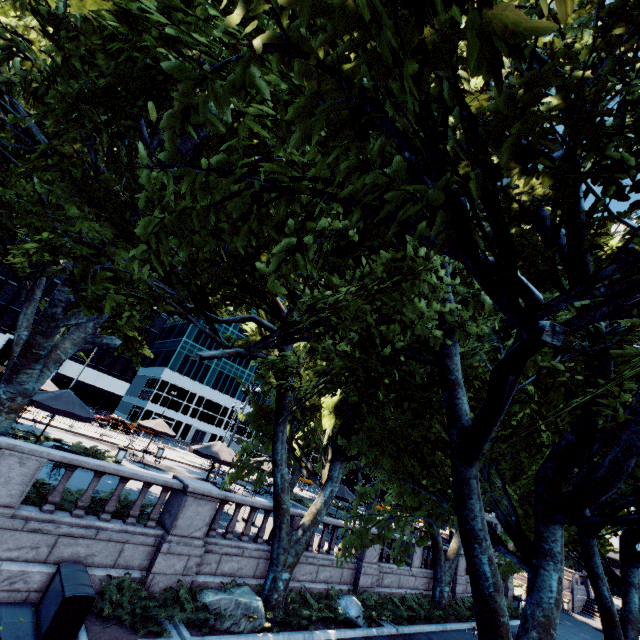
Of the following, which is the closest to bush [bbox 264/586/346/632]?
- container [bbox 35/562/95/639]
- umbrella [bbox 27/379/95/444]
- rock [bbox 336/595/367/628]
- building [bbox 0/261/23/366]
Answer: rock [bbox 336/595/367/628]

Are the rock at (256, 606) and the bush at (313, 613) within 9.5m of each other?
yes

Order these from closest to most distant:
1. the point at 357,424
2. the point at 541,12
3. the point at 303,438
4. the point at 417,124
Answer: the point at 541,12, the point at 417,124, the point at 357,424, the point at 303,438

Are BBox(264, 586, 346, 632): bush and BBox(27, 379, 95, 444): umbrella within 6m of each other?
no

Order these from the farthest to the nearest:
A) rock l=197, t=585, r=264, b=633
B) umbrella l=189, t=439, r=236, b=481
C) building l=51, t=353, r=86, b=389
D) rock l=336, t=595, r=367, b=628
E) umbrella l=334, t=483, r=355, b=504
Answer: building l=51, t=353, r=86, b=389
umbrella l=334, t=483, r=355, b=504
umbrella l=189, t=439, r=236, b=481
rock l=336, t=595, r=367, b=628
rock l=197, t=585, r=264, b=633

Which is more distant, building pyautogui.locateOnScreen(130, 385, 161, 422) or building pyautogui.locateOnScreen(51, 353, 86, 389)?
building pyautogui.locateOnScreen(130, 385, 161, 422)

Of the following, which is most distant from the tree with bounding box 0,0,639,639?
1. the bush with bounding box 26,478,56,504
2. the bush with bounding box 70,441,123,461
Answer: the bush with bounding box 26,478,56,504

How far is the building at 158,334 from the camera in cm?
5847
